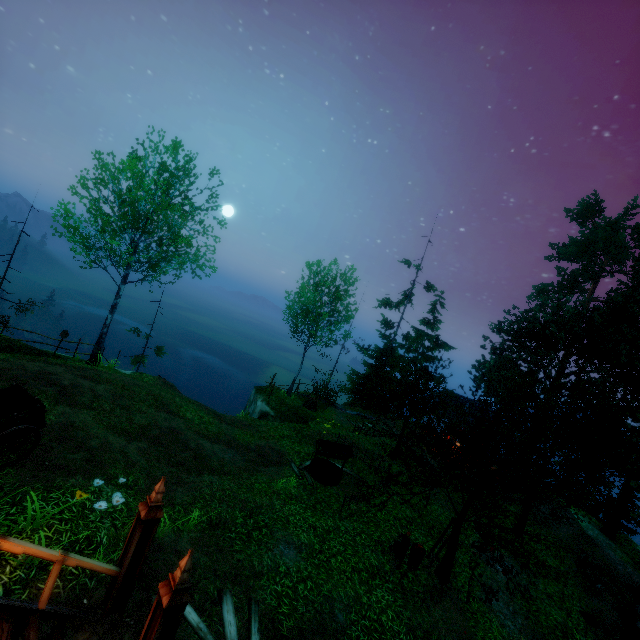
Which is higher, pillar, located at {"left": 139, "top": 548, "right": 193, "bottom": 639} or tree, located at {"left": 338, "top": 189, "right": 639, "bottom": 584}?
tree, located at {"left": 338, "top": 189, "right": 639, "bottom": 584}

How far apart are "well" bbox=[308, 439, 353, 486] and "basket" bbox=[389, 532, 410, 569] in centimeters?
395cm

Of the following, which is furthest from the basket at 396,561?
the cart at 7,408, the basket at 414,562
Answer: the cart at 7,408

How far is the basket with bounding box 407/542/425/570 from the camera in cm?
1046

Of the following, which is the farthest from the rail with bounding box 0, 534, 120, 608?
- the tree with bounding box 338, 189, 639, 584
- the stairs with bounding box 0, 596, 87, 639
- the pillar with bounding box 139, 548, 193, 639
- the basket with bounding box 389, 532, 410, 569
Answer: the basket with bounding box 389, 532, 410, 569

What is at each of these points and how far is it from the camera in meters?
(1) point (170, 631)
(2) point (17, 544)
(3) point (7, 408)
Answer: (1) pillar, 4.3
(2) rail, 4.4
(3) cart, 7.9

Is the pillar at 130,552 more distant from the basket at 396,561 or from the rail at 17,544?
the basket at 396,561

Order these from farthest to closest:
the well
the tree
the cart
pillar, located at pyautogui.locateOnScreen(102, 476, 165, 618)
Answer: the well, the tree, the cart, pillar, located at pyautogui.locateOnScreen(102, 476, 165, 618)
